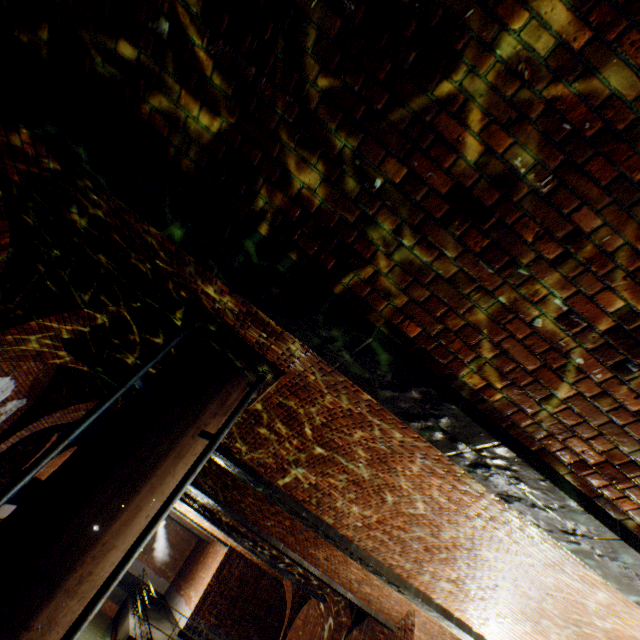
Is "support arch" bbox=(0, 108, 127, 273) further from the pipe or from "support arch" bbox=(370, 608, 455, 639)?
"support arch" bbox=(370, 608, 455, 639)

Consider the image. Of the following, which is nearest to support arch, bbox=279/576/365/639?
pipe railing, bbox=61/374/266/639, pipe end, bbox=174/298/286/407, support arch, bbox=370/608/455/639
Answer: support arch, bbox=370/608/455/639

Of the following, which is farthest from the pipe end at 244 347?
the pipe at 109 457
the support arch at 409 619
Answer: the support arch at 409 619

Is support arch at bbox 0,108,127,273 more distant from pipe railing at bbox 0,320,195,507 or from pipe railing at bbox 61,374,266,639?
pipe railing at bbox 61,374,266,639

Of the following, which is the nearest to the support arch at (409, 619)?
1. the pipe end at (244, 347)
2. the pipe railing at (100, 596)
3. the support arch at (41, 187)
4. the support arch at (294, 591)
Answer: the support arch at (294, 591)

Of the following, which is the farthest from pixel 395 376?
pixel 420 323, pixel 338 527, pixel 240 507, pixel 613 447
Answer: pixel 240 507

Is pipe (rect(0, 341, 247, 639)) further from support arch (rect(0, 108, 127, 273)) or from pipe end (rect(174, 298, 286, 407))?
support arch (rect(0, 108, 127, 273))

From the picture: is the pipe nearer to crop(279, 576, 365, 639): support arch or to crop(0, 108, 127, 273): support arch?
crop(0, 108, 127, 273): support arch
